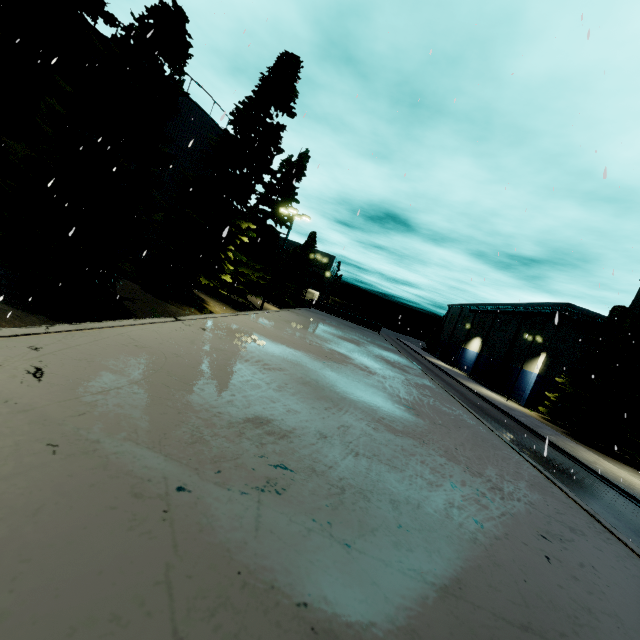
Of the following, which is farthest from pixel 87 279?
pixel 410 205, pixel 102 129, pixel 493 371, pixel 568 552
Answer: pixel 493 371

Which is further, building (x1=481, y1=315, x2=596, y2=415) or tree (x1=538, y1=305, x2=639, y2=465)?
building (x1=481, y1=315, x2=596, y2=415)

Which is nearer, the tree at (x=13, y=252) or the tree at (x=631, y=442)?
the tree at (x=13, y=252)

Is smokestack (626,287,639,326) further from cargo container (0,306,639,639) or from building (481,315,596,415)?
cargo container (0,306,639,639)

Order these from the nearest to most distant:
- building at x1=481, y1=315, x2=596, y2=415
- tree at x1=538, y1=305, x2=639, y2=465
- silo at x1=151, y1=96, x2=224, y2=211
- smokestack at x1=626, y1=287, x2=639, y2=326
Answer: silo at x1=151, y1=96, x2=224, y2=211 → tree at x1=538, y1=305, x2=639, y2=465 → building at x1=481, y1=315, x2=596, y2=415 → smokestack at x1=626, y1=287, x2=639, y2=326

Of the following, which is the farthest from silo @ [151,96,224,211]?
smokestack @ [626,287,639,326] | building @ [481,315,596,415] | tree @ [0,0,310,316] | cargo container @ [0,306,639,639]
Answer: smokestack @ [626,287,639,326]

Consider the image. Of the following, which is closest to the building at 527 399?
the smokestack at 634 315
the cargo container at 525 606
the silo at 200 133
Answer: the smokestack at 634 315

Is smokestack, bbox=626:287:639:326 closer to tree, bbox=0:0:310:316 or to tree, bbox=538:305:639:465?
tree, bbox=538:305:639:465
